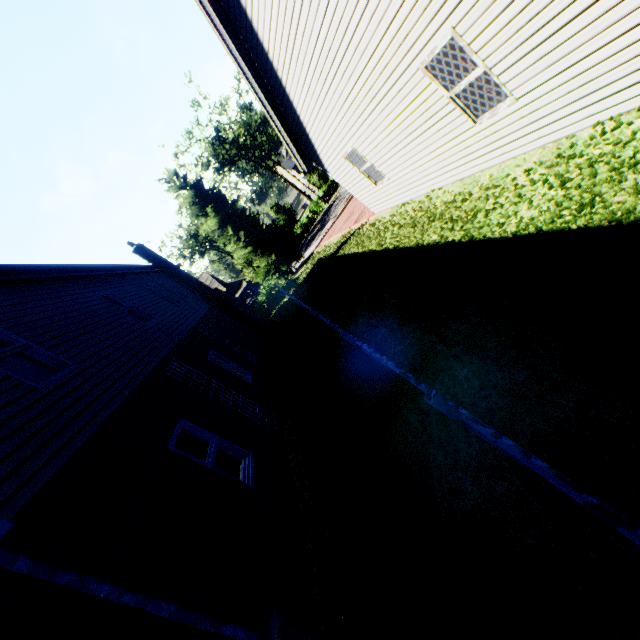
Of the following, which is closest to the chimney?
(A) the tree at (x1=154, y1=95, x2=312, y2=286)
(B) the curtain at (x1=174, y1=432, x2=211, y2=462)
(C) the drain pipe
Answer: (A) the tree at (x1=154, y1=95, x2=312, y2=286)

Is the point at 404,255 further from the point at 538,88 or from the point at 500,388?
the point at 500,388

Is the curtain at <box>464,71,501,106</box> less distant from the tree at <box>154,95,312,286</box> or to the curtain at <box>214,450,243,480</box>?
the curtain at <box>214,450,243,480</box>

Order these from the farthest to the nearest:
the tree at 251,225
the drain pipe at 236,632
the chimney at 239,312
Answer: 1. the tree at 251,225
2. the chimney at 239,312
3. the drain pipe at 236,632

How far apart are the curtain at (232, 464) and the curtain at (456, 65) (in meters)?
8.38

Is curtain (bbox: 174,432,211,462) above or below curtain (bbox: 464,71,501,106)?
above

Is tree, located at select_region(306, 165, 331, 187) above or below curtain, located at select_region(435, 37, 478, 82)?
above

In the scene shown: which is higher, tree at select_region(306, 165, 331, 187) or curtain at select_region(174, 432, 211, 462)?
tree at select_region(306, 165, 331, 187)
